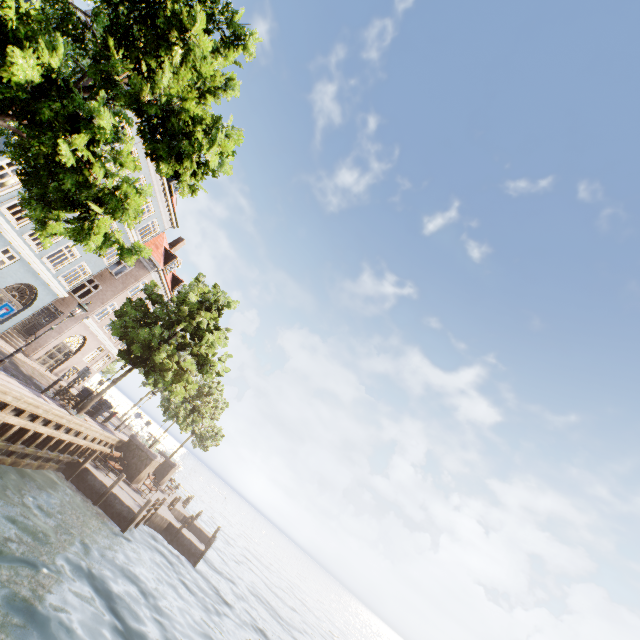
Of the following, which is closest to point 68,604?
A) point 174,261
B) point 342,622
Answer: point 174,261

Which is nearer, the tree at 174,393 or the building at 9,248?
the tree at 174,393

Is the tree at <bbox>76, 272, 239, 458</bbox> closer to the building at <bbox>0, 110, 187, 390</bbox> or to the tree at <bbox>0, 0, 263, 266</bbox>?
the tree at <bbox>0, 0, 263, 266</bbox>

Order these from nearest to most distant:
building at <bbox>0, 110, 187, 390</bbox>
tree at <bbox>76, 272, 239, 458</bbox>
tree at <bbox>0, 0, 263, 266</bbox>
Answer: tree at <bbox>0, 0, 263, 266</bbox>
tree at <bbox>76, 272, 239, 458</bbox>
building at <bbox>0, 110, 187, 390</bbox>

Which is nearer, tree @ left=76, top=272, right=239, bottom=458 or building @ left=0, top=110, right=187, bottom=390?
tree @ left=76, top=272, right=239, bottom=458

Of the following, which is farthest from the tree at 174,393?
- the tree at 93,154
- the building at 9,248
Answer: the building at 9,248

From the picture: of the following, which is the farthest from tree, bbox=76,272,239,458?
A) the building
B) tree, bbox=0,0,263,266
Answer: the building
